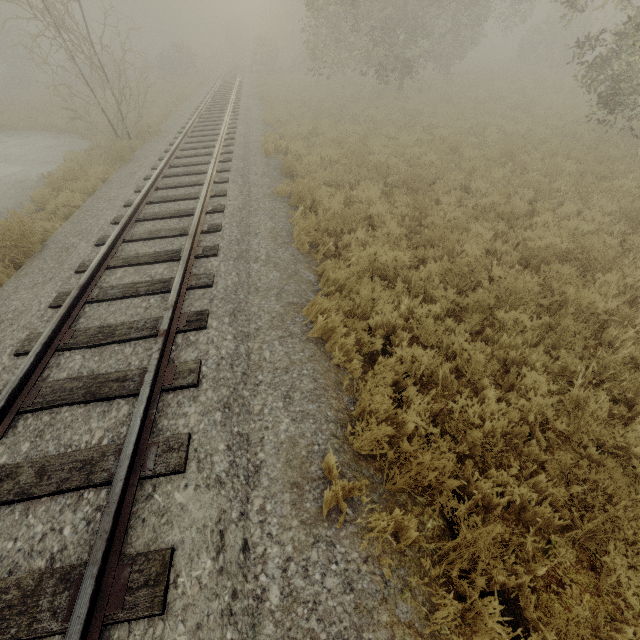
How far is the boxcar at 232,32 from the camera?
49.0m

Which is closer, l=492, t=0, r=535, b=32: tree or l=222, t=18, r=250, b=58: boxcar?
l=492, t=0, r=535, b=32: tree

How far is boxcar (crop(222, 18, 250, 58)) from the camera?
49.03m

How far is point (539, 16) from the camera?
58.8m

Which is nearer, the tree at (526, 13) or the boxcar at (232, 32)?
the tree at (526, 13)
